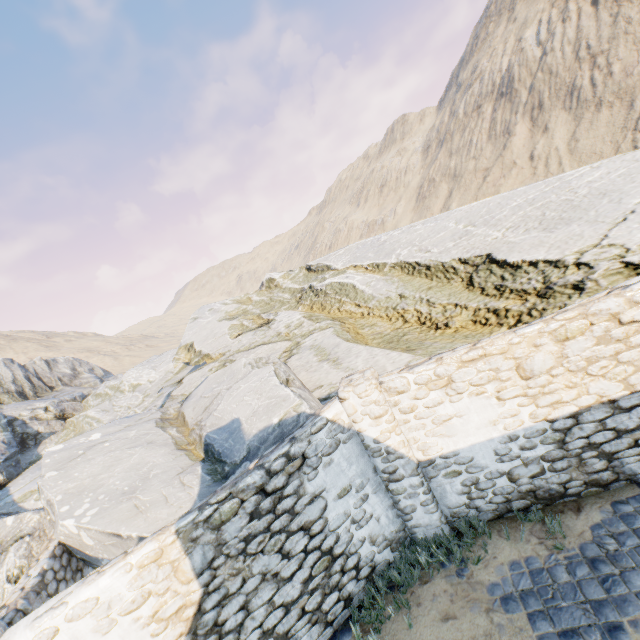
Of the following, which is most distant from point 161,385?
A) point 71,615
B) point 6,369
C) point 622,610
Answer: point 6,369

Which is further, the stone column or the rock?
the rock

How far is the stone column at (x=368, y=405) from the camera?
5.3 meters

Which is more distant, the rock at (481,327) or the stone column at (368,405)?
the rock at (481,327)

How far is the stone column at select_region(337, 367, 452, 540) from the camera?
5.3 meters
